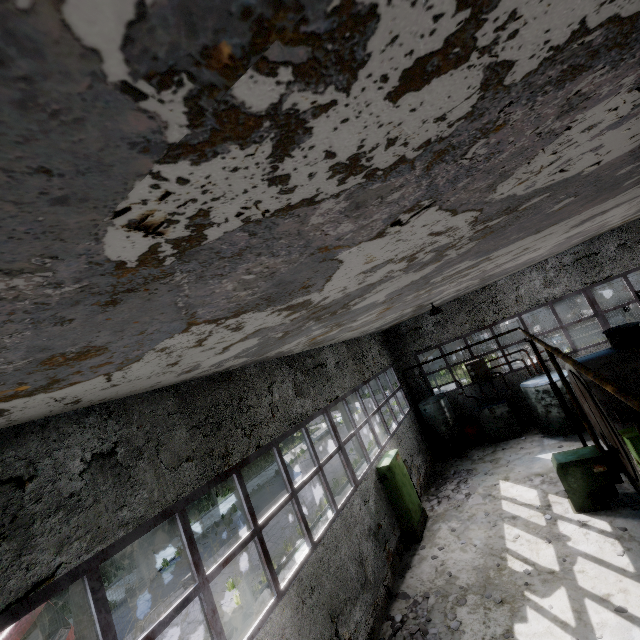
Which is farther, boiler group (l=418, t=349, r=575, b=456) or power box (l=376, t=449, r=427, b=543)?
boiler group (l=418, t=349, r=575, b=456)

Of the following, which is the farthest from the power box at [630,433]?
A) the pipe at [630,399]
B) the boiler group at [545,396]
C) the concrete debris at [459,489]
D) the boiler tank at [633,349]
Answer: the pipe at [630,399]

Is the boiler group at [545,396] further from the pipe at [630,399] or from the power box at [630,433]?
the pipe at [630,399]

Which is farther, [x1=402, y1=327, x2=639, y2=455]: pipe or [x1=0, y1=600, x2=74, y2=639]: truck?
[x1=0, y1=600, x2=74, y2=639]: truck

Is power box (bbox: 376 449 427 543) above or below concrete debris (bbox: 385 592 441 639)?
above

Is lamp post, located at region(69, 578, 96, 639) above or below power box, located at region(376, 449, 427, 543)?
above

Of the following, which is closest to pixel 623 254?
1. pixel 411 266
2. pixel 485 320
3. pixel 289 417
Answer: pixel 485 320

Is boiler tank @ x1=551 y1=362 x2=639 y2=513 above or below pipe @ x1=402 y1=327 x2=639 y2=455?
below
